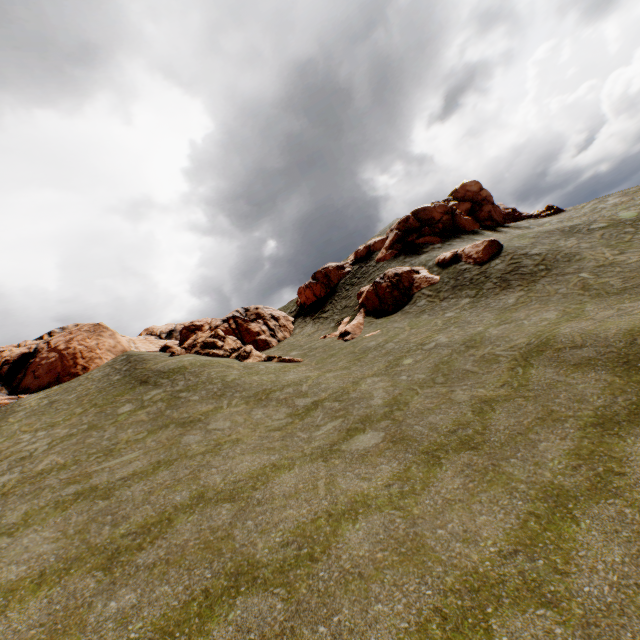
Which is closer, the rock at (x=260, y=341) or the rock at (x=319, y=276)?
the rock at (x=260, y=341)

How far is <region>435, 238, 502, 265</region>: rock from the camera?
24.67m

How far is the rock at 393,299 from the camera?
26.6m

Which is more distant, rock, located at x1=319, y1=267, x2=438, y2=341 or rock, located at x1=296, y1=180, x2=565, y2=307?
rock, located at x1=296, y1=180, x2=565, y2=307

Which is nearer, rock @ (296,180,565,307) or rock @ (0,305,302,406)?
rock @ (0,305,302,406)

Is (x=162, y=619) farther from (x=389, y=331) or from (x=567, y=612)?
(x=389, y=331)

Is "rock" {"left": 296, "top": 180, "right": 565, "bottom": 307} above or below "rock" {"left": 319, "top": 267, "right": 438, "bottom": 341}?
above
